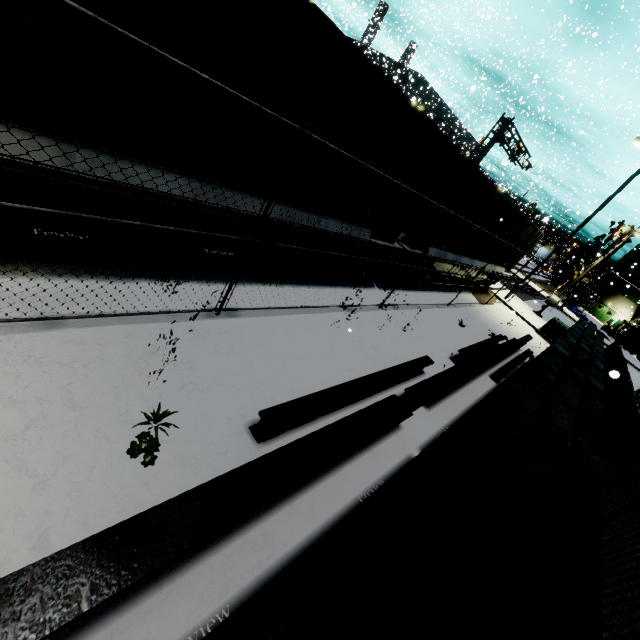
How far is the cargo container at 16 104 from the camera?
3.0 meters

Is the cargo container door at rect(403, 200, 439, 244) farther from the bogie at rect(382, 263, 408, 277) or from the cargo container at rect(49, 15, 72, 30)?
the bogie at rect(382, 263, 408, 277)

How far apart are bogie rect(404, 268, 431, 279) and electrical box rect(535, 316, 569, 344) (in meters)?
10.76

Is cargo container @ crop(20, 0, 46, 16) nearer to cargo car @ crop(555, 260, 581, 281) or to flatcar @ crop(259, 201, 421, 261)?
flatcar @ crop(259, 201, 421, 261)

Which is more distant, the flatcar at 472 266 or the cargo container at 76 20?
the flatcar at 472 266

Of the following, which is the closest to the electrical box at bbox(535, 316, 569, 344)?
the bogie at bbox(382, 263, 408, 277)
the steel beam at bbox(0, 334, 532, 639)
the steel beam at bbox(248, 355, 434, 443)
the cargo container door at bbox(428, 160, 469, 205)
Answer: the cargo container door at bbox(428, 160, 469, 205)

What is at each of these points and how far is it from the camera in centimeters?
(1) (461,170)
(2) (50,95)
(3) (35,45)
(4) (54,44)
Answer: (1) cargo container door, 857cm
(2) cargo container, 309cm
(3) cargo container, 280cm
(4) cargo container, 288cm

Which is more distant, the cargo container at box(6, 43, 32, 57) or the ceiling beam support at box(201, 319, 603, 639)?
the cargo container at box(6, 43, 32, 57)
